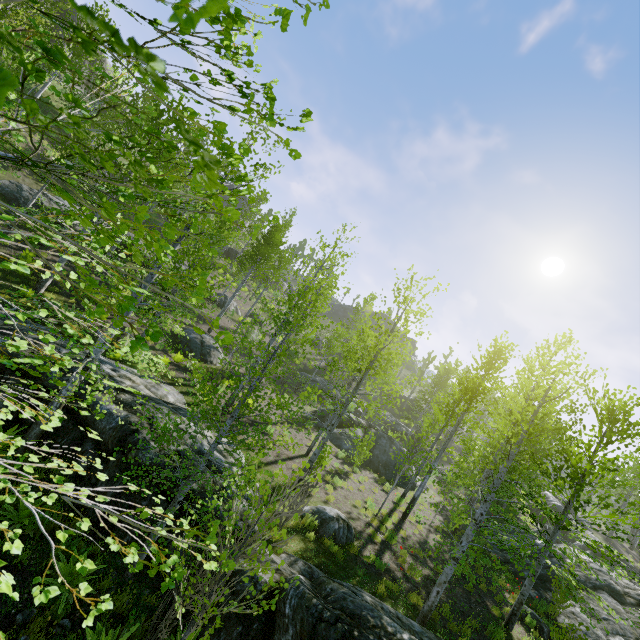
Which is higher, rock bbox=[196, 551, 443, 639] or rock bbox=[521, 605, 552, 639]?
rock bbox=[521, 605, 552, 639]

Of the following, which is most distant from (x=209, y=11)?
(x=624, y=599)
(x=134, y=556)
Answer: (x=624, y=599)

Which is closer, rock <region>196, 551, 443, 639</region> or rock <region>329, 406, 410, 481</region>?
rock <region>196, 551, 443, 639</region>

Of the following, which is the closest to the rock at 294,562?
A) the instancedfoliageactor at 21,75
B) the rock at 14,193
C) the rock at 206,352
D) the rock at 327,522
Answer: the instancedfoliageactor at 21,75

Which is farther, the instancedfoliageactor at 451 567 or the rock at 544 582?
the rock at 544 582

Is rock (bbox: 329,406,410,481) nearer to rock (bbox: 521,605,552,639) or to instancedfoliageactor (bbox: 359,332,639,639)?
rock (bbox: 521,605,552,639)

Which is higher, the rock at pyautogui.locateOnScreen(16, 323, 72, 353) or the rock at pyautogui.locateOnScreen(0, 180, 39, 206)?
the rock at pyautogui.locateOnScreen(0, 180, 39, 206)

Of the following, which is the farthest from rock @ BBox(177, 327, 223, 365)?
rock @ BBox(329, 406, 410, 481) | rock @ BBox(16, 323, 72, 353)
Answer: rock @ BBox(329, 406, 410, 481)
